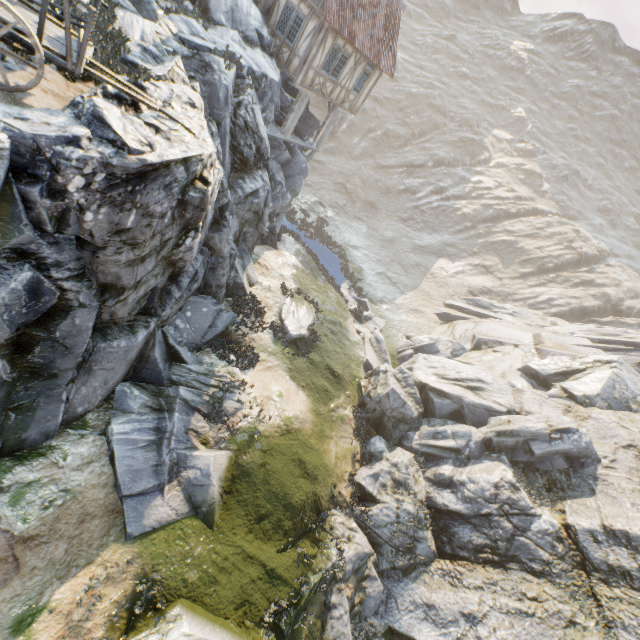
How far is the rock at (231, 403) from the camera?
11.4m

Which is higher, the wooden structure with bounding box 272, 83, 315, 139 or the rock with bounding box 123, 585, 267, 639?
the wooden structure with bounding box 272, 83, 315, 139

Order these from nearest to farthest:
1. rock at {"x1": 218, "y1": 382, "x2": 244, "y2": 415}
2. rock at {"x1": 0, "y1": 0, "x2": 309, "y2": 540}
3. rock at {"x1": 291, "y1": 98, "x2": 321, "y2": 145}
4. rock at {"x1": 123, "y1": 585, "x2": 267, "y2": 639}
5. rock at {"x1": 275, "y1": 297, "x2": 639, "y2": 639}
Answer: rock at {"x1": 0, "y1": 0, "x2": 309, "y2": 540}
rock at {"x1": 123, "y1": 585, "x2": 267, "y2": 639}
rock at {"x1": 275, "y1": 297, "x2": 639, "y2": 639}
rock at {"x1": 218, "y1": 382, "x2": 244, "y2": 415}
rock at {"x1": 291, "y1": 98, "x2": 321, "y2": 145}

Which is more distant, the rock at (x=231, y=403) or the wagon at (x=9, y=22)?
the rock at (x=231, y=403)

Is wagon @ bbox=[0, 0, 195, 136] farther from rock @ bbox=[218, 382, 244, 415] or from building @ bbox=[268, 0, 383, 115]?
building @ bbox=[268, 0, 383, 115]

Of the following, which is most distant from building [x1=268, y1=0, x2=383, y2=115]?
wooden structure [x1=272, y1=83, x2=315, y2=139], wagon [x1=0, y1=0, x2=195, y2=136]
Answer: wagon [x1=0, y1=0, x2=195, y2=136]

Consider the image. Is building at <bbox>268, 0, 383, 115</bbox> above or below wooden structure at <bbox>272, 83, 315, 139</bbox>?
above

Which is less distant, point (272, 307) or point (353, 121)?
point (272, 307)
